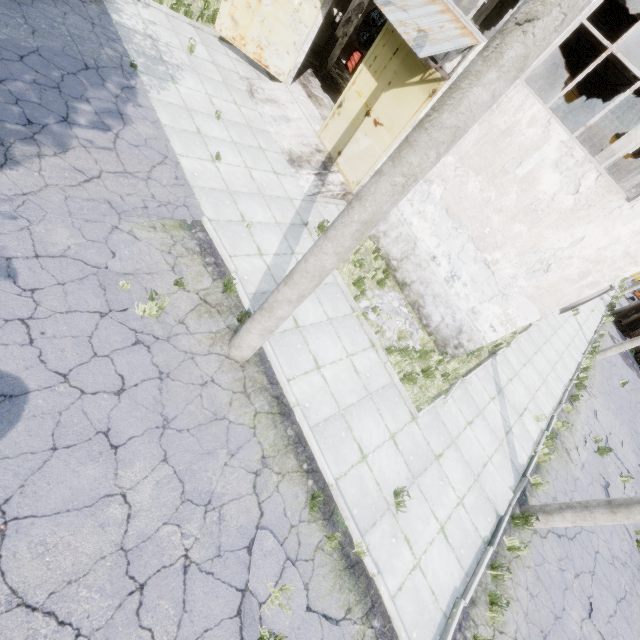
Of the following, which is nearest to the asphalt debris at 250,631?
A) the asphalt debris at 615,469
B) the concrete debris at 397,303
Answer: the concrete debris at 397,303

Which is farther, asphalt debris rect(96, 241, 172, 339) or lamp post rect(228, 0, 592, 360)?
asphalt debris rect(96, 241, 172, 339)

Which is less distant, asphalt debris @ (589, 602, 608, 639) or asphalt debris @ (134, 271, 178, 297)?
asphalt debris @ (134, 271, 178, 297)

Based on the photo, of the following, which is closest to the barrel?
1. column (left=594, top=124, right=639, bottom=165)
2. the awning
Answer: the awning

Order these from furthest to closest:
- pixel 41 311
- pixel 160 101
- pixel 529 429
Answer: pixel 529 429 < pixel 160 101 < pixel 41 311

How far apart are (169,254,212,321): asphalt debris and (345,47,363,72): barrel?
18.9 meters

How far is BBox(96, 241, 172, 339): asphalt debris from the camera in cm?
506

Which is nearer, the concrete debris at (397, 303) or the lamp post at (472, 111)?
the lamp post at (472, 111)
